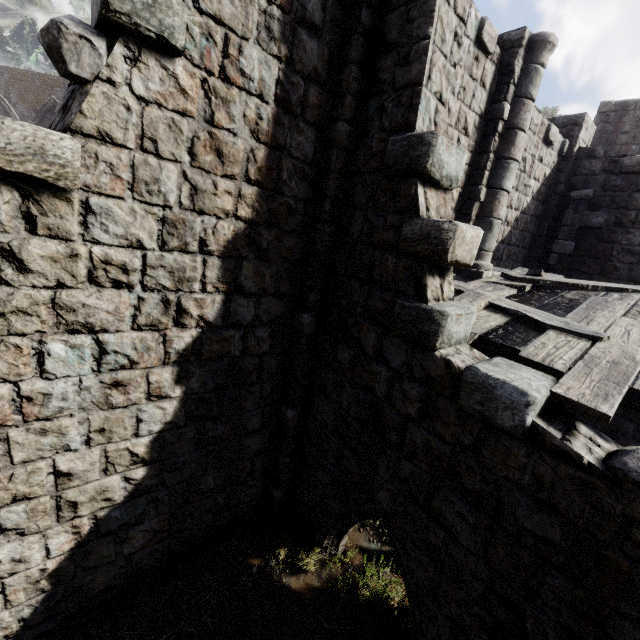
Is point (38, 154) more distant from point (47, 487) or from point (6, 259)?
point (47, 487)
